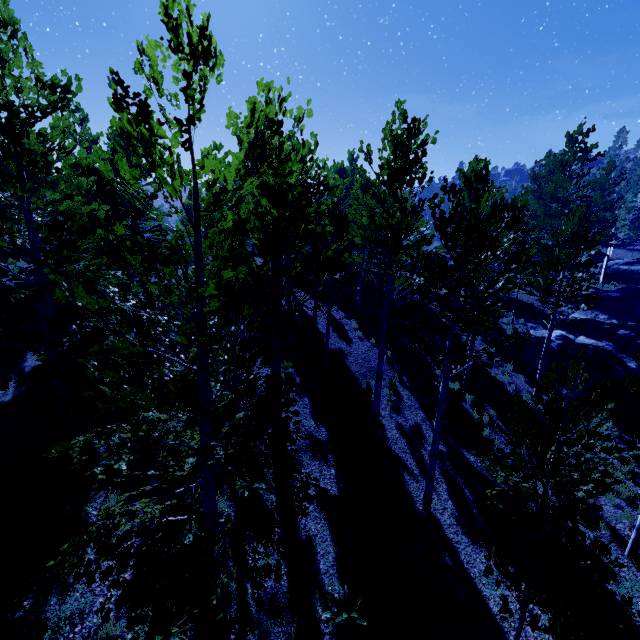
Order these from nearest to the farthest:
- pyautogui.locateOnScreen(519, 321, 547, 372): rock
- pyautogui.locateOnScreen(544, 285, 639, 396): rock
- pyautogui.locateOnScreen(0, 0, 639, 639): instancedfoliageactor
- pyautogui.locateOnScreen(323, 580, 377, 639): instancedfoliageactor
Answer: pyautogui.locateOnScreen(0, 0, 639, 639): instancedfoliageactor
pyautogui.locateOnScreen(323, 580, 377, 639): instancedfoliageactor
pyautogui.locateOnScreen(544, 285, 639, 396): rock
pyautogui.locateOnScreen(519, 321, 547, 372): rock

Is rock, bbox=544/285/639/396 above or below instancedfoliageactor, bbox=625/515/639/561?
above

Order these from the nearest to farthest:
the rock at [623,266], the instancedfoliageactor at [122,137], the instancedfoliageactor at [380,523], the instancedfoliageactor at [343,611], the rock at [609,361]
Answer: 1. the instancedfoliageactor at [122,137]
2. the instancedfoliageactor at [343,611]
3. the instancedfoliageactor at [380,523]
4. the rock at [609,361]
5. the rock at [623,266]

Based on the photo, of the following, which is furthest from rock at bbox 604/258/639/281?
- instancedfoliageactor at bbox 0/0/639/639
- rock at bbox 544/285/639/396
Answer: rock at bbox 544/285/639/396

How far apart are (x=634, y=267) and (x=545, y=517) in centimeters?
4536cm

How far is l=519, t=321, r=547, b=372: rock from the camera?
16.75m

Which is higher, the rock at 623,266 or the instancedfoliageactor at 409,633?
the rock at 623,266
